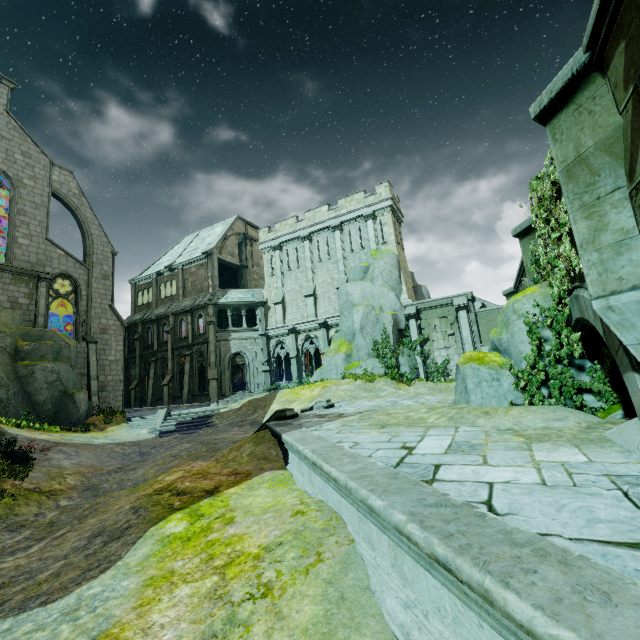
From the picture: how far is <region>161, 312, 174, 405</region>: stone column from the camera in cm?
3020

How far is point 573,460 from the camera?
3.89m

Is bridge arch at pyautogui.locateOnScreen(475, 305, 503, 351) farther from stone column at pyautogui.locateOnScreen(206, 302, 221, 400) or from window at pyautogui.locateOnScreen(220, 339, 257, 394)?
stone column at pyautogui.locateOnScreen(206, 302, 221, 400)

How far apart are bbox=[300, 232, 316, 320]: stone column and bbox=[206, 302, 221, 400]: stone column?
8.24m

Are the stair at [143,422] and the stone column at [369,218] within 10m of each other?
no

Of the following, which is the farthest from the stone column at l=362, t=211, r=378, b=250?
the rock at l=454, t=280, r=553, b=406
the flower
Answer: the flower

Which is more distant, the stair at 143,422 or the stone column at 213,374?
the stone column at 213,374

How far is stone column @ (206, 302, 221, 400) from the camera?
27.9 meters
